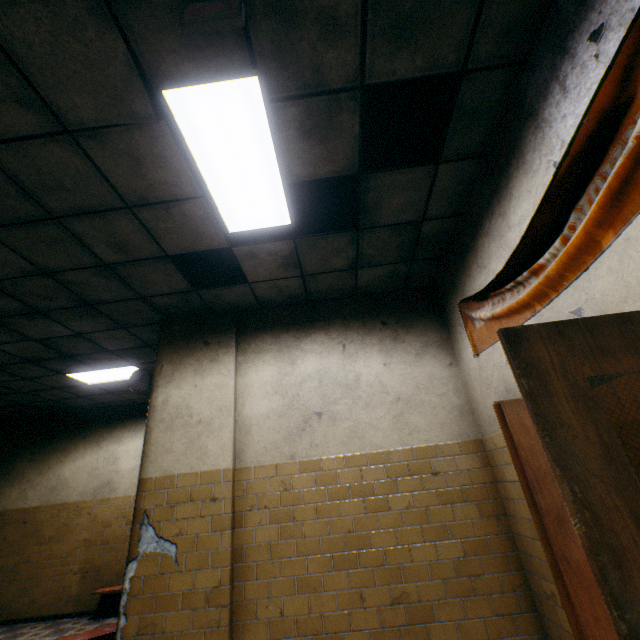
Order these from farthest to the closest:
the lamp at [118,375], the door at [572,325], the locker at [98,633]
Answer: the lamp at [118,375] < the locker at [98,633] < the door at [572,325]

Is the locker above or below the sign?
below

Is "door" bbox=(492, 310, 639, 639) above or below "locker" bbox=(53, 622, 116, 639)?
above

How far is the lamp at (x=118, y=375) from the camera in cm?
582

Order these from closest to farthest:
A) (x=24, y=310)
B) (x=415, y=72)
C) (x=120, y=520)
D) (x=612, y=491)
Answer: (x=612, y=491)
(x=415, y=72)
(x=24, y=310)
(x=120, y=520)

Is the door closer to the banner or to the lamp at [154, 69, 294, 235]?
the banner

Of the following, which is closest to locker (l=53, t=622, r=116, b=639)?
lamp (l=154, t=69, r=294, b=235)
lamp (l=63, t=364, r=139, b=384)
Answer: lamp (l=63, t=364, r=139, b=384)

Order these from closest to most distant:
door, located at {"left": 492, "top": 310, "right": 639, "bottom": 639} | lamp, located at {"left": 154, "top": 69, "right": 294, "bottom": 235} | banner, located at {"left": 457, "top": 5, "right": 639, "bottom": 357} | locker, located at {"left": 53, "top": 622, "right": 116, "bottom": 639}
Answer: door, located at {"left": 492, "top": 310, "right": 639, "bottom": 639} → banner, located at {"left": 457, "top": 5, "right": 639, "bottom": 357} → lamp, located at {"left": 154, "top": 69, "right": 294, "bottom": 235} → locker, located at {"left": 53, "top": 622, "right": 116, "bottom": 639}
